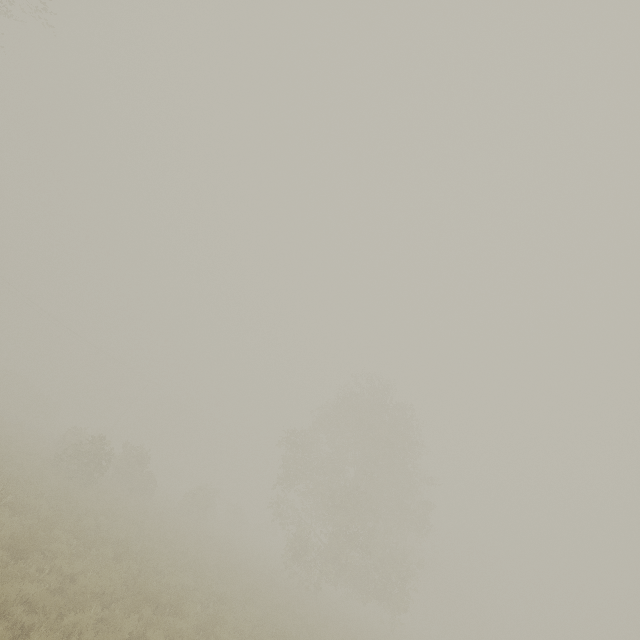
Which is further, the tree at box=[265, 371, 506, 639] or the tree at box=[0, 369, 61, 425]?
the tree at box=[0, 369, 61, 425]

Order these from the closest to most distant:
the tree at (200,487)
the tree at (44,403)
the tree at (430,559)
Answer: the tree at (430,559), the tree at (200,487), the tree at (44,403)

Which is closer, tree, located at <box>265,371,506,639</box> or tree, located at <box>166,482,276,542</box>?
tree, located at <box>265,371,506,639</box>

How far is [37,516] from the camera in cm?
1134

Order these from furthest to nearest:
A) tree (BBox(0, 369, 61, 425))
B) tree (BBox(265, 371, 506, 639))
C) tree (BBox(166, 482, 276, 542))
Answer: tree (BBox(0, 369, 61, 425)) < tree (BBox(166, 482, 276, 542)) < tree (BBox(265, 371, 506, 639))

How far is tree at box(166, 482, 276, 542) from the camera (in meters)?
30.28

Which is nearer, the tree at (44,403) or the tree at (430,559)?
the tree at (430,559)
